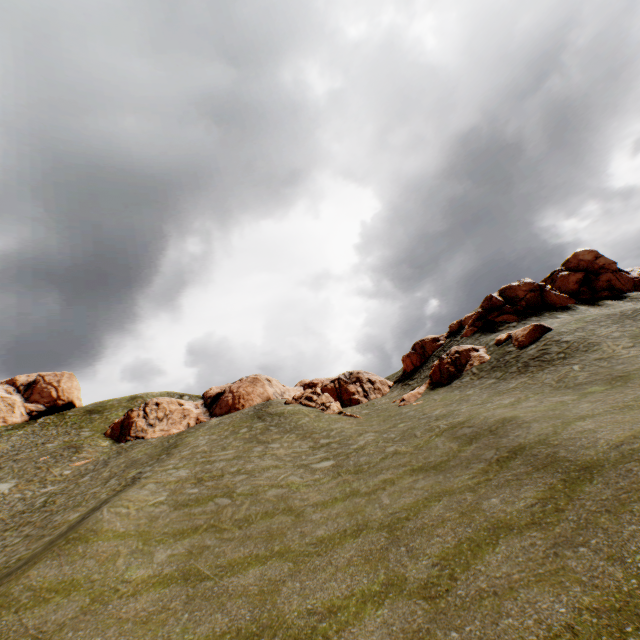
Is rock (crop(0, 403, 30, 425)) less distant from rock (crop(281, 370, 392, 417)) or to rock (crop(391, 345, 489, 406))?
rock (crop(391, 345, 489, 406))

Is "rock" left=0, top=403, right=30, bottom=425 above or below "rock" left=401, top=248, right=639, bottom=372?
above

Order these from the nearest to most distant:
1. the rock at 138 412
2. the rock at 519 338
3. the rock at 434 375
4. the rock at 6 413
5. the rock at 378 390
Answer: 1. the rock at 519 338
2. the rock at 434 375
3. the rock at 378 390
4. the rock at 138 412
5. the rock at 6 413

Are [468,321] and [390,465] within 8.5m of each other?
no

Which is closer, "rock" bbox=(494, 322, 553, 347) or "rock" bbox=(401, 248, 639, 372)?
"rock" bbox=(494, 322, 553, 347)

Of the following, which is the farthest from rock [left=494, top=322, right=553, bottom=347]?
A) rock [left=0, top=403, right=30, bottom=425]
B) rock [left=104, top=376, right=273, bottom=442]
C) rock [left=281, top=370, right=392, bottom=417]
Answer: rock [left=0, top=403, right=30, bottom=425]

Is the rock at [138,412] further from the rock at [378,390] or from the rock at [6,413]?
the rock at [6,413]
